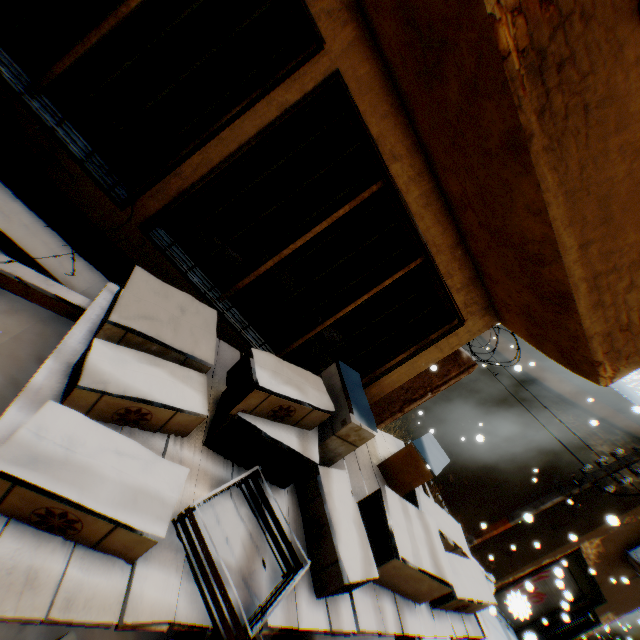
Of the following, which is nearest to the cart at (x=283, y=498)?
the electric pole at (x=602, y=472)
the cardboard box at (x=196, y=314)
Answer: the cardboard box at (x=196, y=314)

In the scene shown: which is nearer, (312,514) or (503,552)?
(312,514)

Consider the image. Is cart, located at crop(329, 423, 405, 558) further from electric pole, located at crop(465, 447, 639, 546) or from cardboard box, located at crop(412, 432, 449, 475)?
electric pole, located at crop(465, 447, 639, 546)

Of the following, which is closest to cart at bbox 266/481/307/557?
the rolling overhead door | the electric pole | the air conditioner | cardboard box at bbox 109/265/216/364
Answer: cardboard box at bbox 109/265/216/364

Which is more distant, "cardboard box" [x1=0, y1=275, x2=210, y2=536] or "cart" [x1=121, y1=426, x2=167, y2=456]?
"cart" [x1=121, y1=426, x2=167, y2=456]

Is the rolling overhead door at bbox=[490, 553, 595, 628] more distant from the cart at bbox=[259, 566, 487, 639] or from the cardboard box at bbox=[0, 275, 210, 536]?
the cardboard box at bbox=[0, 275, 210, 536]

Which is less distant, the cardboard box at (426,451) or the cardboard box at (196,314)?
the cardboard box at (196,314)

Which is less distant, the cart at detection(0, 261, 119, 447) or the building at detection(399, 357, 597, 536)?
the cart at detection(0, 261, 119, 447)
